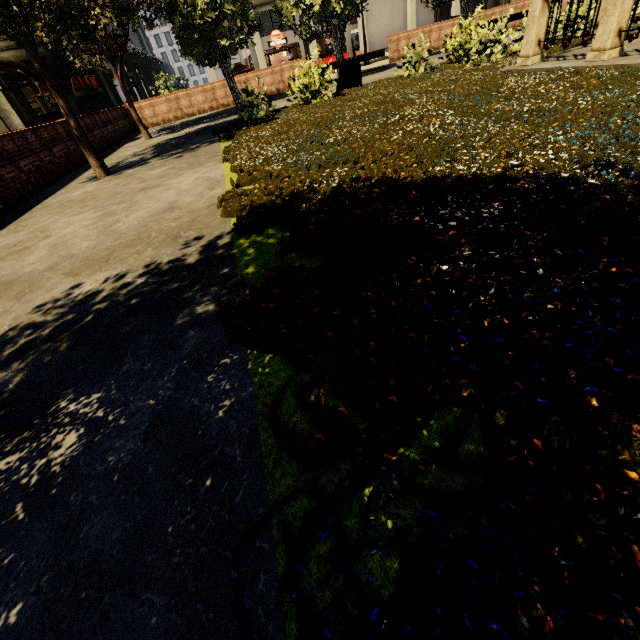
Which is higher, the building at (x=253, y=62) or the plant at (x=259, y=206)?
the building at (x=253, y=62)

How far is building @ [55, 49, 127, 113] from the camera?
26.71m

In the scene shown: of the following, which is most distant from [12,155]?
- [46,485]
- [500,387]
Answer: [500,387]

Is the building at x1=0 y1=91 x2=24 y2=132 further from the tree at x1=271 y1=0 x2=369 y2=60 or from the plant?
the plant

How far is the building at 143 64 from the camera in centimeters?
3906cm

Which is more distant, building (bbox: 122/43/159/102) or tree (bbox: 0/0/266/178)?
building (bbox: 122/43/159/102)

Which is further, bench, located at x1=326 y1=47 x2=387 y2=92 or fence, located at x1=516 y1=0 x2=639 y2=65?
bench, located at x1=326 y1=47 x2=387 y2=92

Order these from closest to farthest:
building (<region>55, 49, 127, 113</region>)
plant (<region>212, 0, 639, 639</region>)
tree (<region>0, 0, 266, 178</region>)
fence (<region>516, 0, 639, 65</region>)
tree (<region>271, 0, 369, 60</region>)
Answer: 1. plant (<region>212, 0, 639, 639</region>)
2. fence (<region>516, 0, 639, 65</region>)
3. tree (<region>0, 0, 266, 178</region>)
4. tree (<region>271, 0, 369, 60</region>)
5. building (<region>55, 49, 127, 113</region>)
